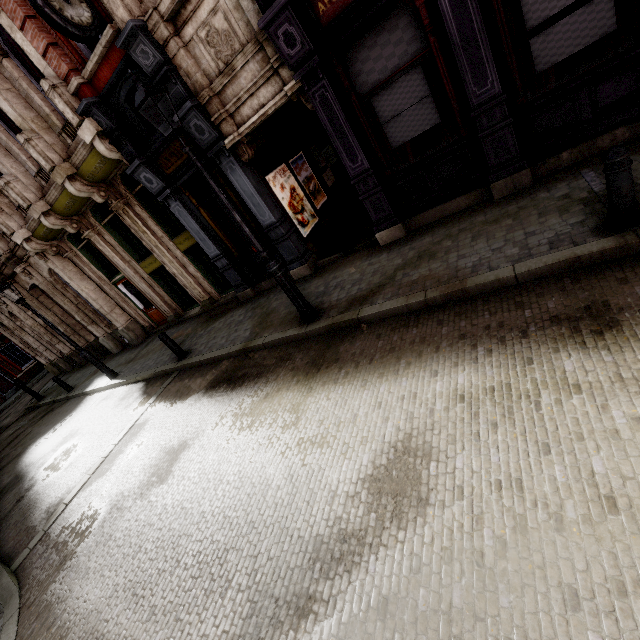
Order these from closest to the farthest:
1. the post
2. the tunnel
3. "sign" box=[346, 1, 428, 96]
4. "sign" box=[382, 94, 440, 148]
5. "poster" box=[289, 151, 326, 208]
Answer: the post < "sign" box=[346, 1, 428, 96] < "sign" box=[382, 94, 440, 148] < the tunnel < "poster" box=[289, 151, 326, 208]

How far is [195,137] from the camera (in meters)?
7.43

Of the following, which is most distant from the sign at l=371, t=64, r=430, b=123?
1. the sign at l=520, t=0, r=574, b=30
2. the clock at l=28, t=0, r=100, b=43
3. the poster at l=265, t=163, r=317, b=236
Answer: the clock at l=28, t=0, r=100, b=43

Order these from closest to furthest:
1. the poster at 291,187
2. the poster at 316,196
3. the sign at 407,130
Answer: the sign at 407,130 → the poster at 291,187 → the poster at 316,196

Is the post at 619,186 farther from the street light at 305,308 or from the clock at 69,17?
the clock at 69,17

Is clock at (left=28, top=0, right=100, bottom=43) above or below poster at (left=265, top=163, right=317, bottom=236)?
above

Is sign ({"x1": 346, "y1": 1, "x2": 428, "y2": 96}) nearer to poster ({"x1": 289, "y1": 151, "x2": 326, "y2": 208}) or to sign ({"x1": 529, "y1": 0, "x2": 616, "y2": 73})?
sign ({"x1": 529, "y1": 0, "x2": 616, "y2": 73})

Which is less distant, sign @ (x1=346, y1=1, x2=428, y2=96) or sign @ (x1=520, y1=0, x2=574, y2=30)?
sign @ (x1=520, y1=0, x2=574, y2=30)
